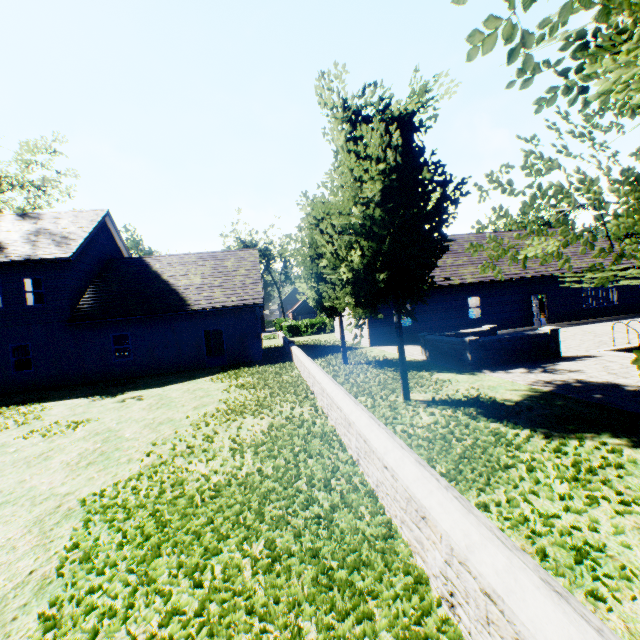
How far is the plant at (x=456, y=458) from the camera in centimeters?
381cm

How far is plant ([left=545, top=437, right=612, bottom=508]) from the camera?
3.6m

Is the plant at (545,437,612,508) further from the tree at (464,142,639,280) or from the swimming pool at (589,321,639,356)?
the swimming pool at (589,321,639,356)

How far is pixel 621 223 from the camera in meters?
45.8 m

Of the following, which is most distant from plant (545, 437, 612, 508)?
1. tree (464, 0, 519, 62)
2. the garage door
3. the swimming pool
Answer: the garage door

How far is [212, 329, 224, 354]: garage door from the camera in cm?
2619

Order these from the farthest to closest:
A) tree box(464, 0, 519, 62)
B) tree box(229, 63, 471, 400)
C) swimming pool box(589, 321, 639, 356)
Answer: swimming pool box(589, 321, 639, 356) < tree box(229, 63, 471, 400) < tree box(464, 0, 519, 62)

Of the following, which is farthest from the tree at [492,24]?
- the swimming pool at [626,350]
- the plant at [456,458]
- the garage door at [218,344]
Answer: the garage door at [218,344]
